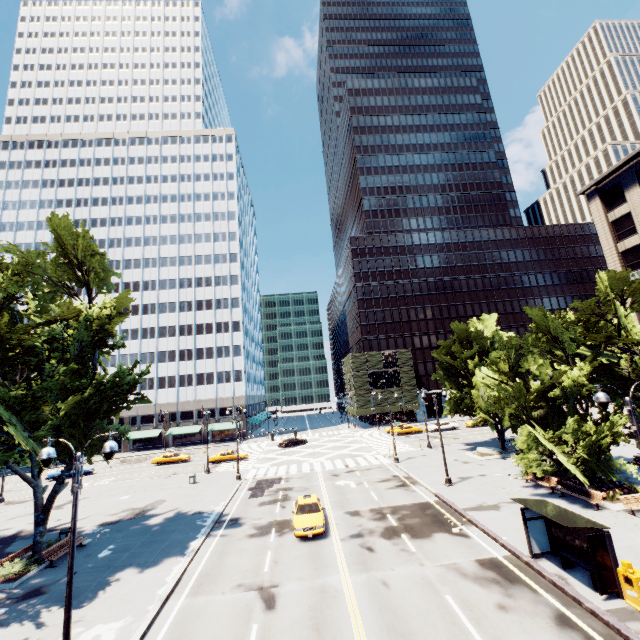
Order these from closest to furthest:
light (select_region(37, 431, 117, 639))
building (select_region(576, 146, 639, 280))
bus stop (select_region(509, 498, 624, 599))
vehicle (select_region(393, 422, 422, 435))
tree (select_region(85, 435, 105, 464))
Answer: light (select_region(37, 431, 117, 639))
bus stop (select_region(509, 498, 624, 599))
tree (select_region(85, 435, 105, 464))
building (select_region(576, 146, 639, 280))
vehicle (select_region(393, 422, 422, 435))

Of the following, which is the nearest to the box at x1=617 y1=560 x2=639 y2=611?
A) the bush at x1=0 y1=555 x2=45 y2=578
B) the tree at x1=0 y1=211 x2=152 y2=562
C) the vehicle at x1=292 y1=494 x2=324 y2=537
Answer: the tree at x1=0 y1=211 x2=152 y2=562

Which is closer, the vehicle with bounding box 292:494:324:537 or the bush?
the bush

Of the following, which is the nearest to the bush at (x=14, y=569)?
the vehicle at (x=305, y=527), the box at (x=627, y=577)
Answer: the vehicle at (x=305, y=527)

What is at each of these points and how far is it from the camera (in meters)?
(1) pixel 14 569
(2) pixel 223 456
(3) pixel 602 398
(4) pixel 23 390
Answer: (1) bush, 17.34
(2) vehicle, 44.28
(3) light, 10.85
(4) tree, 19.00

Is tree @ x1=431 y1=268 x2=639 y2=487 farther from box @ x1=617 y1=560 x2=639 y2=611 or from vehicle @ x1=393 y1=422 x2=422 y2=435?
vehicle @ x1=393 y1=422 x2=422 y2=435

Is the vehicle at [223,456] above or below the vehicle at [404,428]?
below

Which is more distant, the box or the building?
the building
